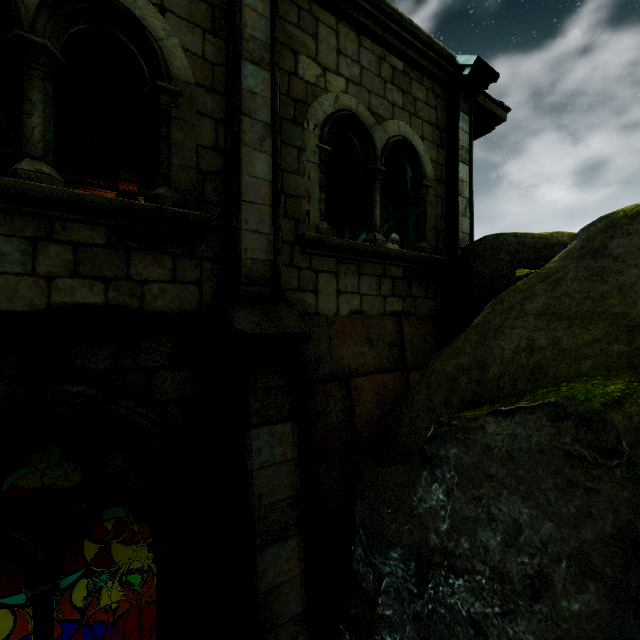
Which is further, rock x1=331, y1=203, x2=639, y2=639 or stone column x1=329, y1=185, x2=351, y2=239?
stone column x1=329, y1=185, x2=351, y2=239

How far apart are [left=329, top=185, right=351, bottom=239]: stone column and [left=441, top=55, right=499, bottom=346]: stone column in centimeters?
487cm

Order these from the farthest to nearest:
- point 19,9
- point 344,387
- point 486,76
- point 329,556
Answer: point 486,76 → point 344,387 → point 329,556 → point 19,9

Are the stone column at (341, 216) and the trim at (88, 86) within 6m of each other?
no

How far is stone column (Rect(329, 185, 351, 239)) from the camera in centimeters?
1133cm

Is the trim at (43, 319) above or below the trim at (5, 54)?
below

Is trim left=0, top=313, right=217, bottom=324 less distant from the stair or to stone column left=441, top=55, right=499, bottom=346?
stone column left=441, top=55, right=499, bottom=346

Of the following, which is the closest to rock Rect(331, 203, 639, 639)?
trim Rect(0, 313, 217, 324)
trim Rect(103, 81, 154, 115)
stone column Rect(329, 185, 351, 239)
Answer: trim Rect(0, 313, 217, 324)
